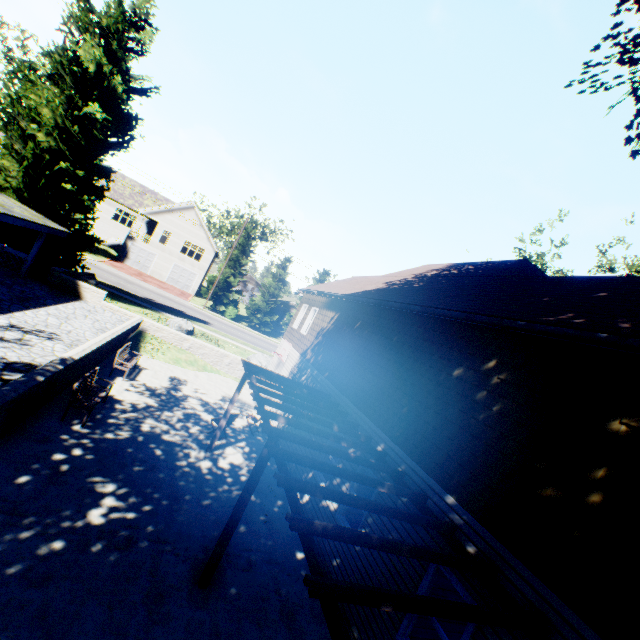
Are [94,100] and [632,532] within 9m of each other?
no

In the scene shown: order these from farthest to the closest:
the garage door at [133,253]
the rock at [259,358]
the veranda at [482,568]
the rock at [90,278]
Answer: the garage door at [133,253] → the rock at [259,358] → the rock at [90,278] → the veranda at [482,568]

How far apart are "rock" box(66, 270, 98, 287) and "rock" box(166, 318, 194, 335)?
4.18m

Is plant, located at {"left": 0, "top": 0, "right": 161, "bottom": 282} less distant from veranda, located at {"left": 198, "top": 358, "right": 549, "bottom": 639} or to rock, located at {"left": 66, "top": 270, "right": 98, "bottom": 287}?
rock, located at {"left": 66, "top": 270, "right": 98, "bottom": 287}

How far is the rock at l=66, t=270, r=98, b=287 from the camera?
18.5m

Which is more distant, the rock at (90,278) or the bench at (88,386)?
the rock at (90,278)

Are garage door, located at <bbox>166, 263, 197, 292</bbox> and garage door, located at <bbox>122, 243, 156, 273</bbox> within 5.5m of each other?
yes

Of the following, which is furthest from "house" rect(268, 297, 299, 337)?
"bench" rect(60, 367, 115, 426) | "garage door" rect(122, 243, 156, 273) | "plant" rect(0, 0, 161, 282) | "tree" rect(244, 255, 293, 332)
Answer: "bench" rect(60, 367, 115, 426)
